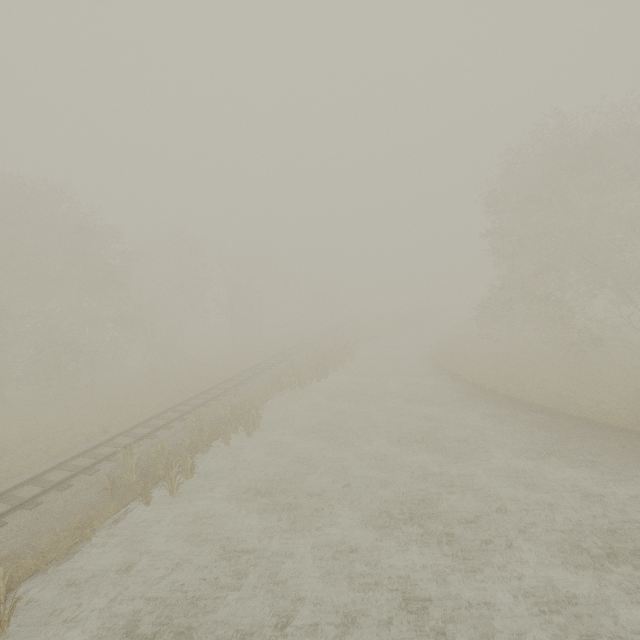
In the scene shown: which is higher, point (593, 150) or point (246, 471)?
Answer: point (593, 150)

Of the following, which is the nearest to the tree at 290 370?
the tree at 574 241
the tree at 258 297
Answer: the tree at 574 241

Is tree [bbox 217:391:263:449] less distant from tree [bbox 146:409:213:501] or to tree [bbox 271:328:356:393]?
tree [bbox 146:409:213:501]

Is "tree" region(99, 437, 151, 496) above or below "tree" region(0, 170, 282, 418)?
below

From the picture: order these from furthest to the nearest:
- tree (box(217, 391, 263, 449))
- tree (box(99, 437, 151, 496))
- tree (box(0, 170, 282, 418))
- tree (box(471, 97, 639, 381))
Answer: tree (box(0, 170, 282, 418))
tree (box(471, 97, 639, 381))
tree (box(217, 391, 263, 449))
tree (box(99, 437, 151, 496))

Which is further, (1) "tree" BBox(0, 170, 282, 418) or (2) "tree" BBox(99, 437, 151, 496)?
(1) "tree" BBox(0, 170, 282, 418)

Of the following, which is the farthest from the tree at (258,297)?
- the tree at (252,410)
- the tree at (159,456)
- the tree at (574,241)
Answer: the tree at (159,456)

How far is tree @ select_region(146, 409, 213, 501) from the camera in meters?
12.0
